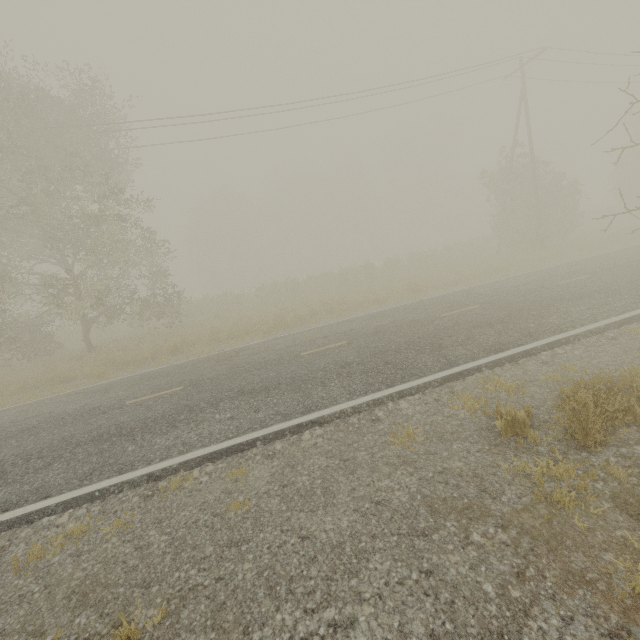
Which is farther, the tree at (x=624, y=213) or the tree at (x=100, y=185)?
the tree at (x=624, y=213)

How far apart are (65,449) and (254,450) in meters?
4.4

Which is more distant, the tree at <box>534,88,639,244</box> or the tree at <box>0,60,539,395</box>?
the tree at <box>534,88,639,244</box>
